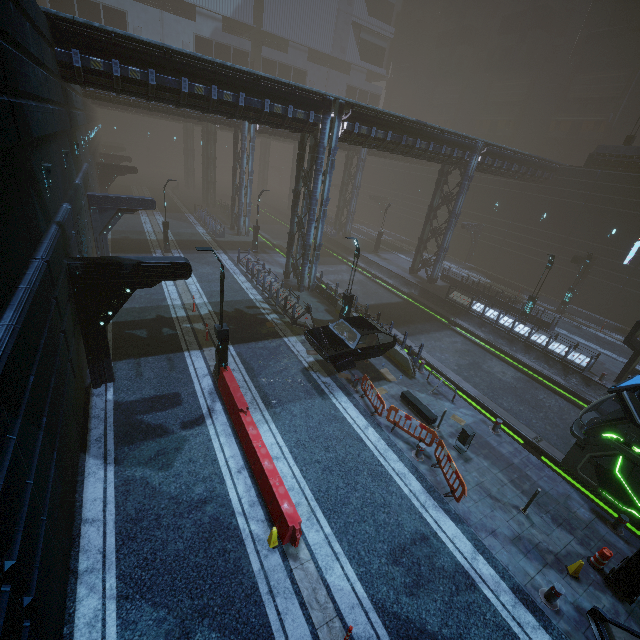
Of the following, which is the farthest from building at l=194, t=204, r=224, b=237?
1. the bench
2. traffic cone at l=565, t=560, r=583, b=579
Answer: traffic cone at l=565, t=560, r=583, b=579

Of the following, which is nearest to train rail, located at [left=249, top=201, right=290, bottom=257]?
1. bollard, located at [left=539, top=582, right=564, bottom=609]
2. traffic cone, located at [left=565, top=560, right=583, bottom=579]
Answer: traffic cone, located at [left=565, top=560, right=583, bottom=579]

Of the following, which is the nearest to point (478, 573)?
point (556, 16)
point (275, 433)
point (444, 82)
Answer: point (275, 433)

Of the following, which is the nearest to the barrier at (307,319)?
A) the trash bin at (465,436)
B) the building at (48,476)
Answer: the building at (48,476)

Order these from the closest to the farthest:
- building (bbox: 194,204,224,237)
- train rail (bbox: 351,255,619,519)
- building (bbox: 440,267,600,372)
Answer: train rail (bbox: 351,255,619,519) → building (bbox: 440,267,600,372) → building (bbox: 194,204,224,237)

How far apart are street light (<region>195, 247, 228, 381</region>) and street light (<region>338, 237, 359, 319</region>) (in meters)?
6.92

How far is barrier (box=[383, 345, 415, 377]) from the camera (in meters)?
15.99

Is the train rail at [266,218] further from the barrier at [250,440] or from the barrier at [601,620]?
the barrier at [250,440]
